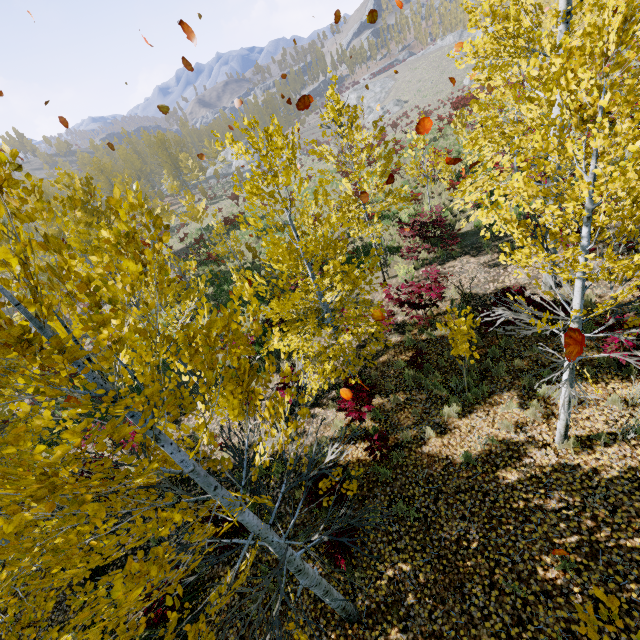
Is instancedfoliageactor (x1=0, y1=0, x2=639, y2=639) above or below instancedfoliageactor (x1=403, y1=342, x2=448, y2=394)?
above

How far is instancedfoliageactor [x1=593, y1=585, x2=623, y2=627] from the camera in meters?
2.0

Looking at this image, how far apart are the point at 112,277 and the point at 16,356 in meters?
21.2

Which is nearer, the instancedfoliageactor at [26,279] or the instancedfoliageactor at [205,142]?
the instancedfoliageactor at [26,279]

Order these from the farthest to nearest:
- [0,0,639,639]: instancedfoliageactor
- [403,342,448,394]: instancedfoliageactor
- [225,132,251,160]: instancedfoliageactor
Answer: [403,342,448,394]: instancedfoliageactor
[225,132,251,160]: instancedfoliageactor
[0,0,639,639]: instancedfoliageactor

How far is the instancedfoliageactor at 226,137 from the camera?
5.4 meters
